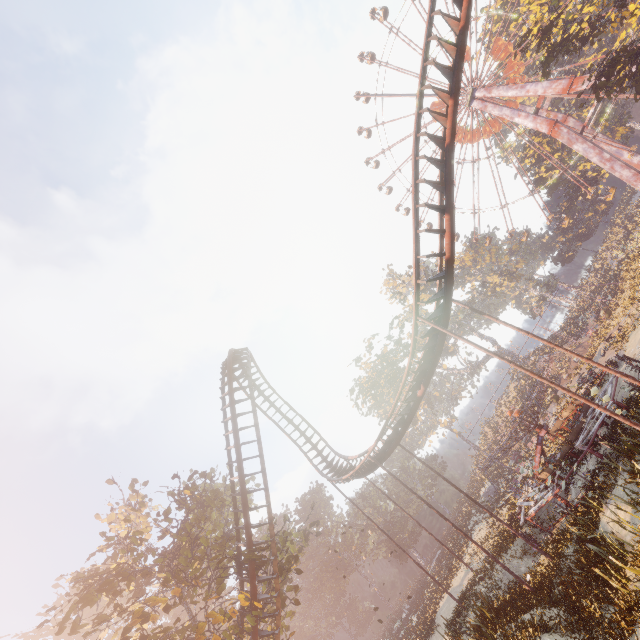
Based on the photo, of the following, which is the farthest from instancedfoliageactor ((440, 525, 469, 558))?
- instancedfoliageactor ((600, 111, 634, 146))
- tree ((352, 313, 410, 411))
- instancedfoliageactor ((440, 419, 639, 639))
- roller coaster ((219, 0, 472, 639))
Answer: instancedfoliageactor ((600, 111, 634, 146))

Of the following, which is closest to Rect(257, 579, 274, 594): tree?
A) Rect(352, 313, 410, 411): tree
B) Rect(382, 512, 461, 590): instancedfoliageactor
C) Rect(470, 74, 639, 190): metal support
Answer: Rect(382, 512, 461, 590): instancedfoliageactor

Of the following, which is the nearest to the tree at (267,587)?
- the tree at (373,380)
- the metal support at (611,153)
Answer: the tree at (373,380)

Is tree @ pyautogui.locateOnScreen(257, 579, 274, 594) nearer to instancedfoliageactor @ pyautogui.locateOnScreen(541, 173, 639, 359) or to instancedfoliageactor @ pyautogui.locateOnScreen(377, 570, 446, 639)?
instancedfoliageactor @ pyautogui.locateOnScreen(377, 570, 446, 639)

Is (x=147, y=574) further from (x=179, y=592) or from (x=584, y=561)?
(x=584, y=561)

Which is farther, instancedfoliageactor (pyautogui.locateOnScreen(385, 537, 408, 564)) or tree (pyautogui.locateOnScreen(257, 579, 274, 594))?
instancedfoliageactor (pyautogui.locateOnScreen(385, 537, 408, 564))

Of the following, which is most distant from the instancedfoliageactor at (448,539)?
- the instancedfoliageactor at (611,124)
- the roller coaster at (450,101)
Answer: the instancedfoliageactor at (611,124)

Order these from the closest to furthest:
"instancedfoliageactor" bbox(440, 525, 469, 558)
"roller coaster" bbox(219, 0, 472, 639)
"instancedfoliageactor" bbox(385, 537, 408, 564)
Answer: "roller coaster" bbox(219, 0, 472, 639) → "instancedfoliageactor" bbox(440, 525, 469, 558) → "instancedfoliageactor" bbox(385, 537, 408, 564)
